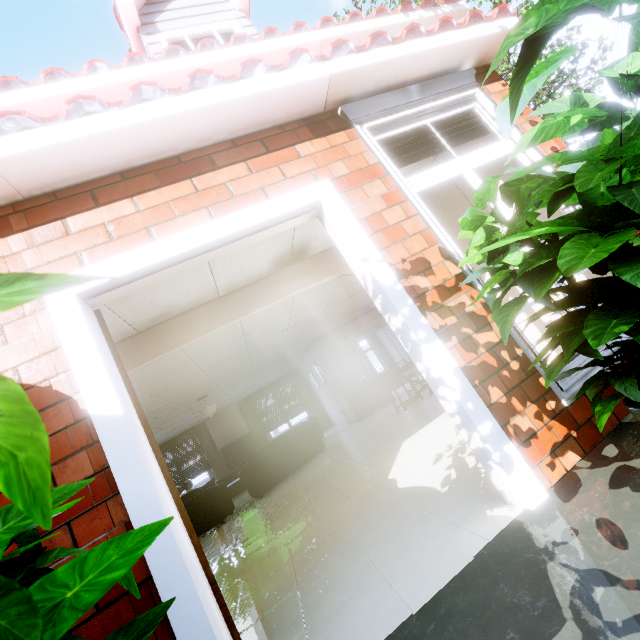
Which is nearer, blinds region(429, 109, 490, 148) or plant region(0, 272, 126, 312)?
plant region(0, 272, 126, 312)

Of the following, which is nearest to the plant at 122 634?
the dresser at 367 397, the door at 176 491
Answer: the door at 176 491

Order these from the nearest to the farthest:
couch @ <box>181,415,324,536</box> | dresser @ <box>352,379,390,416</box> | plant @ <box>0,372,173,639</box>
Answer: plant @ <box>0,372,173,639</box>
couch @ <box>181,415,324,536</box>
dresser @ <box>352,379,390,416</box>

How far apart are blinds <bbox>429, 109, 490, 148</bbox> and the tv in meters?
11.5

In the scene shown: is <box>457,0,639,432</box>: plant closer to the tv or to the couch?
the couch

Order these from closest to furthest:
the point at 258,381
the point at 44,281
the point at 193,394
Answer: the point at 44,281 → the point at 193,394 → the point at 258,381

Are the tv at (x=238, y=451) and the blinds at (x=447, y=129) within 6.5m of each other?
no

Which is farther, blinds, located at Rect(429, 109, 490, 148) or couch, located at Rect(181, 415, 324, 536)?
couch, located at Rect(181, 415, 324, 536)
